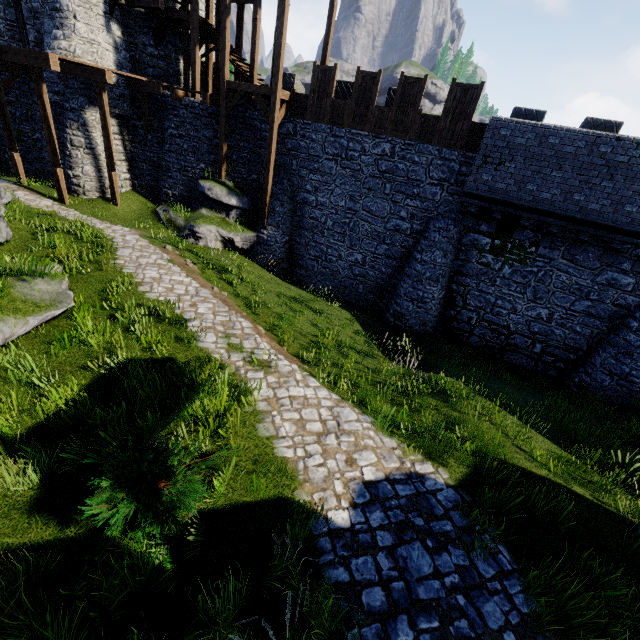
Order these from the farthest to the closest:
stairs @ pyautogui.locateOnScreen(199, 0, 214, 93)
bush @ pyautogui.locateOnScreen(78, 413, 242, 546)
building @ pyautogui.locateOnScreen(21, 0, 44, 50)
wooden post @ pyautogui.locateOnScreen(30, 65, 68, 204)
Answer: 1. stairs @ pyautogui.locateOnScreen(199, 0, 214, 93)
2. building @ pyautogui.locateOnScreen(21, 0, 44, 50)
3. wooden post @ pyautogui.locateOnScreen(30, 65, 68, 204)
4. bush @ pyautogui.locateOnScreen(78, 413, 242, 546)

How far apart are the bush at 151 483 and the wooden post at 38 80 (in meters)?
16.32

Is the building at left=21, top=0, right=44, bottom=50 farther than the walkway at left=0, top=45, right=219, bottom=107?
Yes

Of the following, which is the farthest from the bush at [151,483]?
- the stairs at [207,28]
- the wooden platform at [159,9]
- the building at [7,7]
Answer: the building at [7,7]

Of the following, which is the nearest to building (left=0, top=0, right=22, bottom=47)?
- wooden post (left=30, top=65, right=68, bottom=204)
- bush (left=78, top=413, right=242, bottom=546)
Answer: wooden post (left=30, top=65, right=68, bottom=204)

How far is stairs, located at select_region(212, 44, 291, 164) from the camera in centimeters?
1426cm

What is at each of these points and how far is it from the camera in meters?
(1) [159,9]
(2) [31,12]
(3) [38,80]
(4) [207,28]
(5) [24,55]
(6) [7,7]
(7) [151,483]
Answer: (1) wooden platform, 15.8
(2) building, 15.8
(3) wooden post, 13.3
(4) stairs, 17.0
(5) walkway, 13.0
(6) building, 17.2
(7) bush, 4.0
